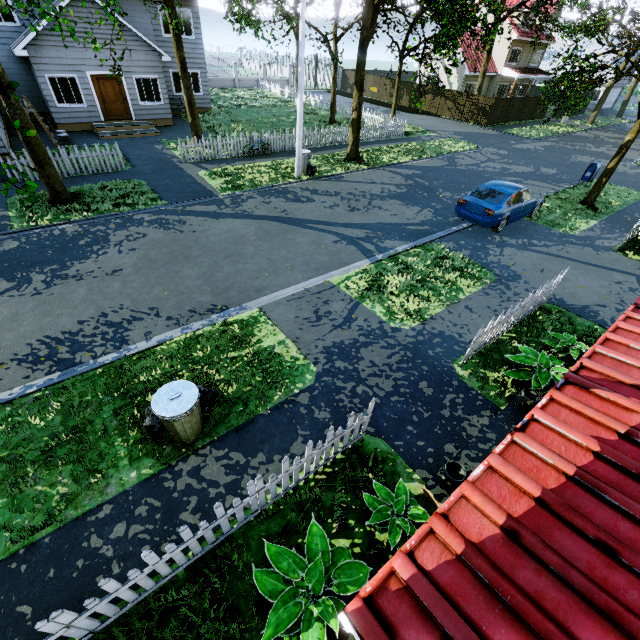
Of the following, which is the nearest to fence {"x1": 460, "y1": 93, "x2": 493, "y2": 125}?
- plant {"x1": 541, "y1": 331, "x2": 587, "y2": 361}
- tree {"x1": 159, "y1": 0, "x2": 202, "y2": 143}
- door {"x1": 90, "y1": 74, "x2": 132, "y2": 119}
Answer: tree {"x1": 159, "y1": 0, "x2": 202, "y2": 143}

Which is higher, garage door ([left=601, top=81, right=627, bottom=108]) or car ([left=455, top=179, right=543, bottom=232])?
garage door ([left=601, top=81, right=627, bottom=108])

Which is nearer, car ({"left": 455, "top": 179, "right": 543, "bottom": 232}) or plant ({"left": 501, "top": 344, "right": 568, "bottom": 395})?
plant ({"left": 501, "top": 344, "right": 568, "bottom": 395})

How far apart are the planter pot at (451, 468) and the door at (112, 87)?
23.5m

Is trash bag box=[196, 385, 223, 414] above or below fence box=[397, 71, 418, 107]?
below

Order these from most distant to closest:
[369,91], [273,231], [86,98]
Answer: [369,91], [86,98], [273,231]

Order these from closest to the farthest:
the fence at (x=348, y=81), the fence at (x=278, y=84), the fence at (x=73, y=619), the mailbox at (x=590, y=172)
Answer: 1. the fence at (x=73, y=619)
2. the mailbox at (x=590, y=172)
3. the fence at (x=278, y=84)
4. the fence at (x=348, y=81)
